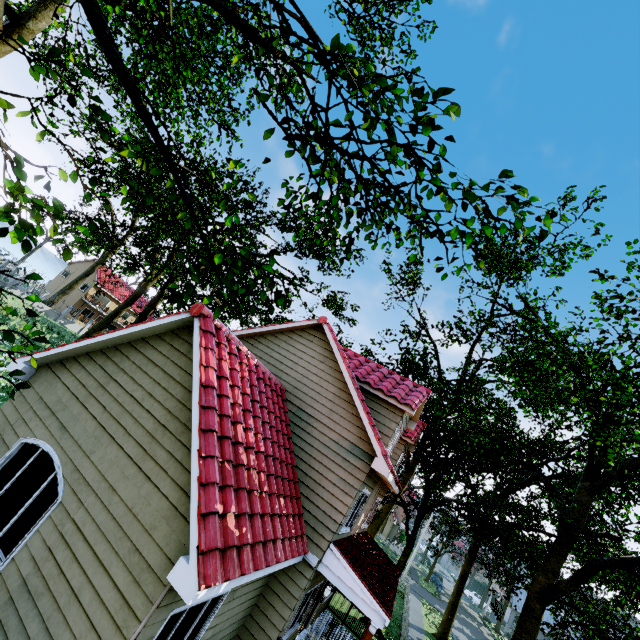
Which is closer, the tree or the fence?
the tree

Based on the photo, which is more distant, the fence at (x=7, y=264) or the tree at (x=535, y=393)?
the fence at (x=7, y=264)

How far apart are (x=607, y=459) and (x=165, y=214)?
25.0m

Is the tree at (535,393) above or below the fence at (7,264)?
above

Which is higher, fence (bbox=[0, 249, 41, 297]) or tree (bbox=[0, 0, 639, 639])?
tree (bbox=[0, 0, 639, 639])
